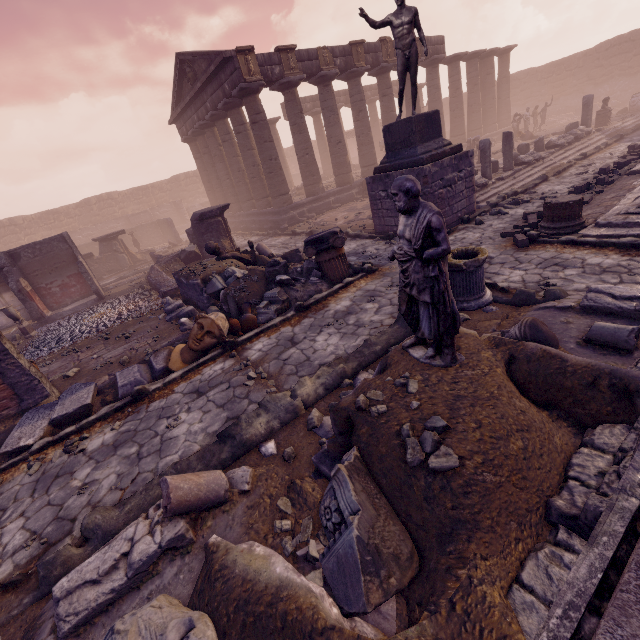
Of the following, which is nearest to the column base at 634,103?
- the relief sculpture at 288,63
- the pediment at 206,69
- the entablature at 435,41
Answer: the entablature at 435,41

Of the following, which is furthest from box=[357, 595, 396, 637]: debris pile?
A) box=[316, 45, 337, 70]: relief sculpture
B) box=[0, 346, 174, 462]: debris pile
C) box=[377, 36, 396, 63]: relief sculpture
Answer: box=[377, 36, 396, 63]: relief sculpture

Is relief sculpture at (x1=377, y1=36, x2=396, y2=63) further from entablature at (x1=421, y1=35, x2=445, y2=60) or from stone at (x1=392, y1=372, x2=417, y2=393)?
stone at (x1=392, y1=372, x2=417, y2=393)

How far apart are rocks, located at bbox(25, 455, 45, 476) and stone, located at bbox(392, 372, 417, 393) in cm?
542

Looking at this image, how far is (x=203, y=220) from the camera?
12.46m

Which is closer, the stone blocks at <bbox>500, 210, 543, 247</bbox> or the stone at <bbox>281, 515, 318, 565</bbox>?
the stone at <bbox>281, 515, 318, 565</bbox>

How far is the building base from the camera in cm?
1672

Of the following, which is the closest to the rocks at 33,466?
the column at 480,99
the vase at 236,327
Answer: the vase at 236,327
